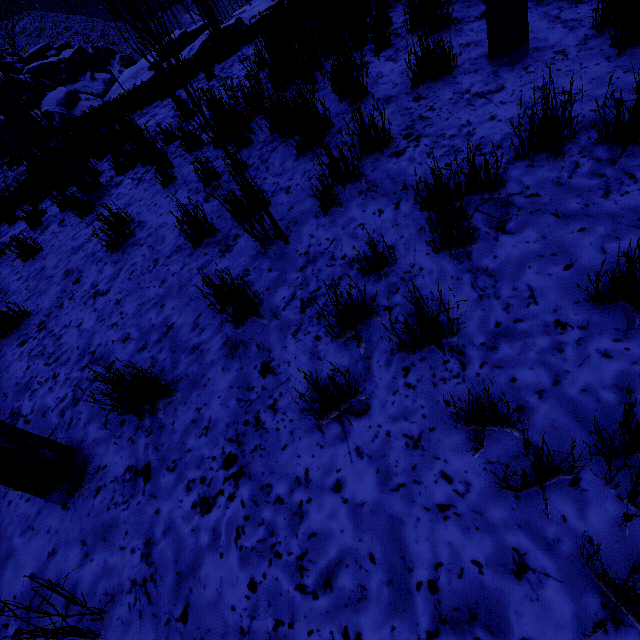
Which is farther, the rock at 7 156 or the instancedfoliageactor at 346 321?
the rock at 7 156

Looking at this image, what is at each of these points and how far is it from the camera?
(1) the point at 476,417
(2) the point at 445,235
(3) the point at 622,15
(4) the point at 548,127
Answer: (1) instancedfoliageactor, 1.5 meters
(2) instancedfoliageactor, 2.1 meters
(3) instancedfoliageactor, 2.4 meters
(4) instancedfoliageactor, 2.1 meters

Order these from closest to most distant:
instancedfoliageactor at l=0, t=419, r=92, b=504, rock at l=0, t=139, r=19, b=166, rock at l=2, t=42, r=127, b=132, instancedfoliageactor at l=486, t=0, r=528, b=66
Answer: instancedfoliageactor at l=0, t=419, r=92, b=504 < instancedfoliageactor at l=486, t=0, r=528, b=66 < rock at l=0, t=139, r=19, b=166 < rock at l=2, t=42, r=127, b=132

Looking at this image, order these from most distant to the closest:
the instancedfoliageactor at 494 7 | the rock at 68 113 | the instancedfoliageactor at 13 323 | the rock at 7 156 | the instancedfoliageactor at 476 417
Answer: the rock at 68 113 < the rock at 7 156 < the instancedfoliageactor at 13 323 < the instancedfoliageactor at 494 7 < the instancedfoliageactor at 476 417

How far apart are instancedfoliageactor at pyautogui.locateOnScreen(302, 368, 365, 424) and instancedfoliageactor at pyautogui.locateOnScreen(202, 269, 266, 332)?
0.7 meters

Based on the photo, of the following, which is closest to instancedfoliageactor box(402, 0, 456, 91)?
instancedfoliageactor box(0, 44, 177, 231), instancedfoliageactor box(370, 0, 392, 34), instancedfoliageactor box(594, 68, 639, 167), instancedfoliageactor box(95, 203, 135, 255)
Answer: instancedfoliageactor box(370, 0, 392, 34)

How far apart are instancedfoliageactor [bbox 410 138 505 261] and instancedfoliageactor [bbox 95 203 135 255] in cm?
335

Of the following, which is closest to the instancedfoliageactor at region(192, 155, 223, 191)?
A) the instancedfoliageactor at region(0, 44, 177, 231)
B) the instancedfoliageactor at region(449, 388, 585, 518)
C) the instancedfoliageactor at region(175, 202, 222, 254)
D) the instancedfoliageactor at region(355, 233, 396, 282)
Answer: the instancedfoliageactor at region(175, 202, 222, 254)
